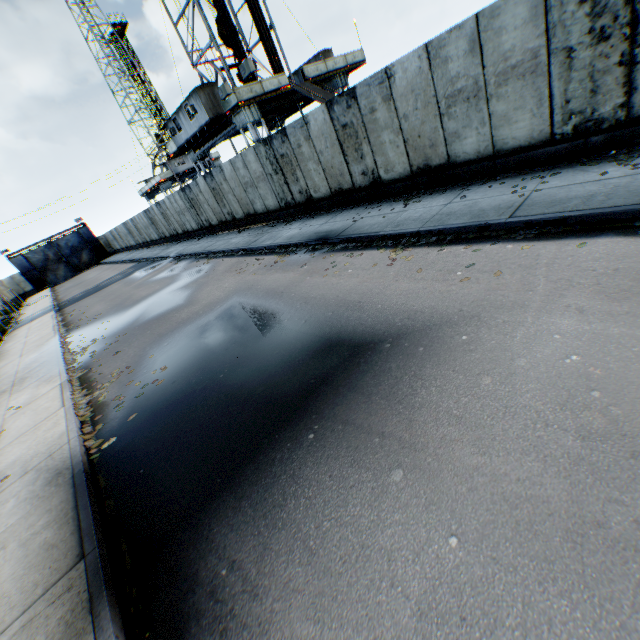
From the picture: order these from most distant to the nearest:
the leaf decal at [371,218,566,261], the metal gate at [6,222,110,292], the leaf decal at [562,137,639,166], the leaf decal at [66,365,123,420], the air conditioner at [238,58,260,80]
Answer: the metal gate at [6,222,110,292]
the air conditioner at [238,58,260,80]
the leaf decal at [66,365,123,420]
the leaf decal at [562,137,639,166]
the leaf decal at [371,218,566,261]

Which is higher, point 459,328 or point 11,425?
point 11,425

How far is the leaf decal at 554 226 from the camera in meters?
5.5

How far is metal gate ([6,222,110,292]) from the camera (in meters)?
46.75

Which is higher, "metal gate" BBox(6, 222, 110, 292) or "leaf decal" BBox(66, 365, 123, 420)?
"metal gate" BBox(6, 222, 110, 292)

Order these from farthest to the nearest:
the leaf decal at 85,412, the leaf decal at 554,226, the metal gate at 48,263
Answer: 1. the metal gate at 48,263
2. the leaf decal at 85,412
3. the leaf decal at 554,226

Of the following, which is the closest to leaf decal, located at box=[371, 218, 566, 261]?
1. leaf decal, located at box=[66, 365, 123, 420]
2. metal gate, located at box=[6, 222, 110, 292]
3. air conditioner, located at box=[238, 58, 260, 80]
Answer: leaf decal, located at box=[66, 365, 123, 420]

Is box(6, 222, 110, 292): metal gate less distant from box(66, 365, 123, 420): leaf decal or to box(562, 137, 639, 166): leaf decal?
box(66, 365, 123, 420): leaf decal
